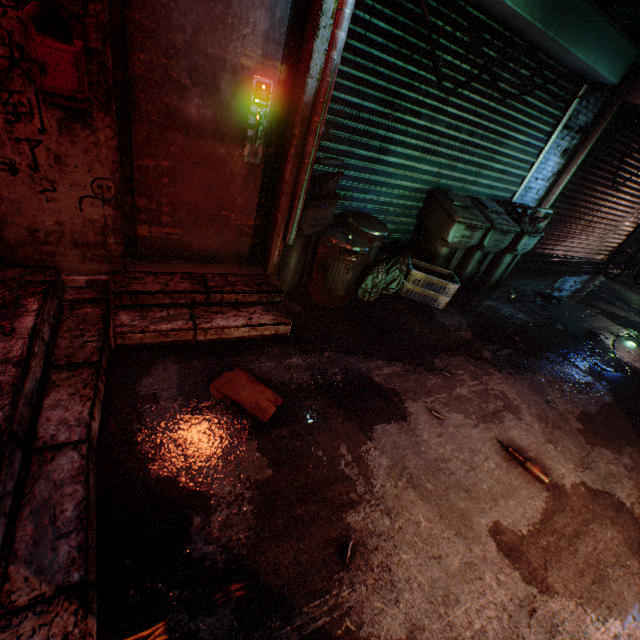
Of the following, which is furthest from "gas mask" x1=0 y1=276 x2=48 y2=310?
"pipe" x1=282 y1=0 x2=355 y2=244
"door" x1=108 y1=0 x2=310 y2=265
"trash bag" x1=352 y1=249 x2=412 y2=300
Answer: "trash bag" x1=352 y1=249 x2=412 y2=300

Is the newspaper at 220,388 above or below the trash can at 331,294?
below

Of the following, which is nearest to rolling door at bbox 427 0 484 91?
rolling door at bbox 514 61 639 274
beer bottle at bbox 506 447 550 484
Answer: rolling door at bbox 514 61 639 274

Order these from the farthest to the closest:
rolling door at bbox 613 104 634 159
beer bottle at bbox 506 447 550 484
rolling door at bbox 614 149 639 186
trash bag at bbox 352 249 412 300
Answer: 1. rolling door at bbox 614 149 639 186
2. rolling door at bbox 613 104 634 159
3. trash bag at bbox 352 249 412 300
4. beer bottle at bbox 506 447 550 484

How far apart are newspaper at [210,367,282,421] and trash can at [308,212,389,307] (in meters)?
1.18

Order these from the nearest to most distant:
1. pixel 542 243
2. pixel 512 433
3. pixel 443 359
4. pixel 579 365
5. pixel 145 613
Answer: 1. pixel 145 613
2. pixel 512 433
3. pixel 443 359
4. pixel 579 365
5. pixel 542 243

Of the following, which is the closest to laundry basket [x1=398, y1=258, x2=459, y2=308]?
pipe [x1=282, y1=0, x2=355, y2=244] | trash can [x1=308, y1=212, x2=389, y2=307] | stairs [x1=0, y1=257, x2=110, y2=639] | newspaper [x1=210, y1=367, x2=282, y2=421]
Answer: trash can [x1=308, y1=212, x2=389, y2=307]

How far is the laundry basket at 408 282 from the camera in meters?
3.5
